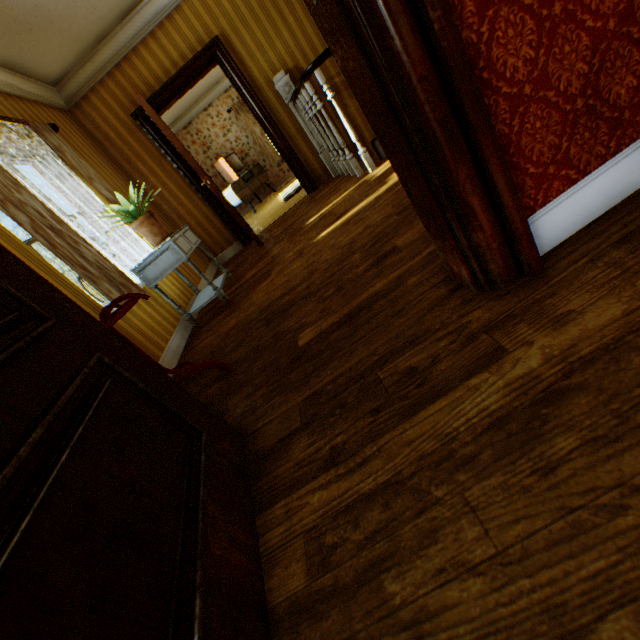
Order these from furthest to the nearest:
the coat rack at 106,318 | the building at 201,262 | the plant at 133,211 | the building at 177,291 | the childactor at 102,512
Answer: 1. the building at 201,262
2. the building at 177,291
3. the plant at 133,211
4. the coat rack at 106,318
5. the childactor at 102,512

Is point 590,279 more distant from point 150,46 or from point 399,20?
point 150,46

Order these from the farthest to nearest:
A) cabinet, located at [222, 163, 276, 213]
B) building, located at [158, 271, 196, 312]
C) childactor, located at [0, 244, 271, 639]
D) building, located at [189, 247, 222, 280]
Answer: cabinet, located at [222, 163, 276, 213]
building, located at [189, 247, 222, 280]
building, located at [158, 271, 196, 312]
childactor, located at [0, 244, 271, 639]

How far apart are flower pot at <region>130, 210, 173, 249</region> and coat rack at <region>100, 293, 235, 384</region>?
1.46m

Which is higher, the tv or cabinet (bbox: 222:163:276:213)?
the tv

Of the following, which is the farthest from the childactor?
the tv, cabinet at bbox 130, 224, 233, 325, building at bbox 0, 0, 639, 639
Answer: the tv

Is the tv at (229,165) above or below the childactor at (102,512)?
above

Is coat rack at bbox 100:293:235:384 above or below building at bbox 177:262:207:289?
above
